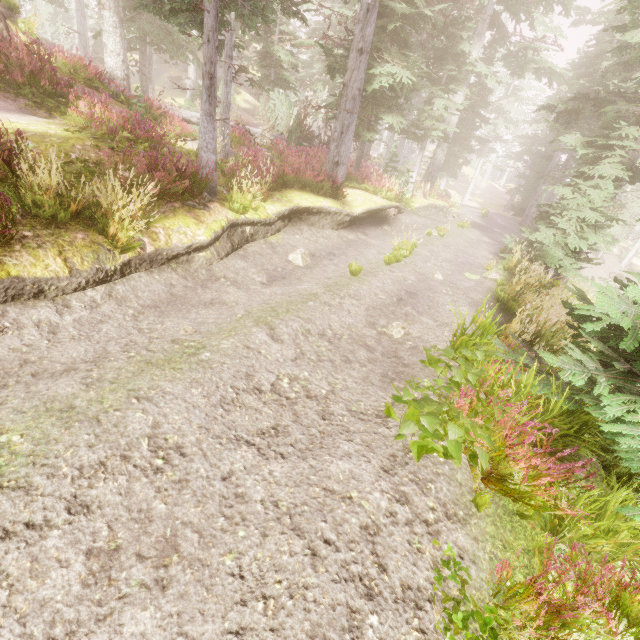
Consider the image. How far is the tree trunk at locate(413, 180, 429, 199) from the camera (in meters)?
20.75

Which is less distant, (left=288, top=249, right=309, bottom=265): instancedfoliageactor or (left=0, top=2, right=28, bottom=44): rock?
(left=288, top=249, right=309, bottom=265): instancedfoliageactor

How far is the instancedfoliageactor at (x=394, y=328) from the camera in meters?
6.6 m

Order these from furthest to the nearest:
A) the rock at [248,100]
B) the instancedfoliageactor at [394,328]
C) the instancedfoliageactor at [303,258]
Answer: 1. the rock at [248,100]
2. the instancedfoliageactor at [303,258]
3. the instancedfoliageactor at [394,328]

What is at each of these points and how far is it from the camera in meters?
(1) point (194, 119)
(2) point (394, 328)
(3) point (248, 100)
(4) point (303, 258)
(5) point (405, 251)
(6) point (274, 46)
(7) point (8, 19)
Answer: (1) tree, 16.0 m
(2) instancedfoliageactor, 6.6 m
(3) rock, 46.7 m
(4) instancedfoliageactor, 9.6 m
(5) instancedfoliageactor, 11.0 m
(6) instancedfoliageactor, 19.6 m
(7) rock, 12.0 m

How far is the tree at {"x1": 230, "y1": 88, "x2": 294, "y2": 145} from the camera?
17.4 meters

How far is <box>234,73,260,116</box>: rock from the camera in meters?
46.0 m

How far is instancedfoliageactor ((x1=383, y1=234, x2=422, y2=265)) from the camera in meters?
10.2 m
